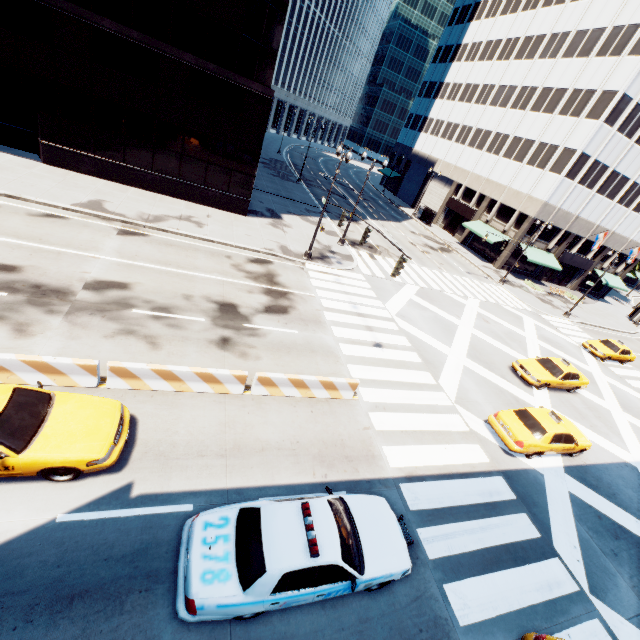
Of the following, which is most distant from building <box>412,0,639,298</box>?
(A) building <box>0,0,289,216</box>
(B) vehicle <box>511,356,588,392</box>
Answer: (A) building <box>0,0,289,216</box>

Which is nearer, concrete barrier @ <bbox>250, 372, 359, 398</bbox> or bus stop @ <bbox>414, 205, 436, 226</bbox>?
concrete barrier @ <bbox>250, 372, 359, 398</bbox>

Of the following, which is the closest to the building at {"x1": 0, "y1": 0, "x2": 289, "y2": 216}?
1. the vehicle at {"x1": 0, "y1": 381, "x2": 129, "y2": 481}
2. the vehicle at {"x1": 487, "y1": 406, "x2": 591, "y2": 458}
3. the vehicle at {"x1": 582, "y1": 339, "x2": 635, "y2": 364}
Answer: the vehicle at {"x1": 0, "y1": 381, "x2": 129, "y2": 481}

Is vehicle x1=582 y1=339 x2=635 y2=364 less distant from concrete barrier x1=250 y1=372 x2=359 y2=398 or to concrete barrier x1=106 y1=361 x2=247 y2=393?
concrete barrier x1=250 y1=372 x2=359 y2=398

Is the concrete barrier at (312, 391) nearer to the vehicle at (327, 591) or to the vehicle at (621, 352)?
the vehicle at (327, 591)

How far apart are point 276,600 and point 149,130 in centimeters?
2460cm

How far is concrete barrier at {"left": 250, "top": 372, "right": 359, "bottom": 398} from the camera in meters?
11.0 m

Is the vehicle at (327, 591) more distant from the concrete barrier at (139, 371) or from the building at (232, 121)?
the building at (232, 121)
